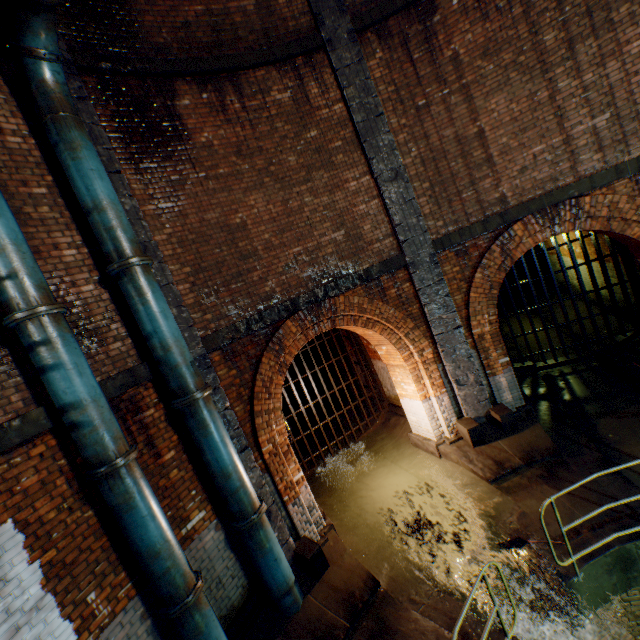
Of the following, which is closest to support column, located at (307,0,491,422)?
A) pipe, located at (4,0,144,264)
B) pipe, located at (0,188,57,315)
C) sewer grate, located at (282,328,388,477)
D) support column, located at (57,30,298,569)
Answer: support column, located at (57,30,298,569)

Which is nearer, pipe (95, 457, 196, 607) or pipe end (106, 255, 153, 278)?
pipe (95, 457, 196, 607)

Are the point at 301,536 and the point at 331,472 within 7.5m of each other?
yes

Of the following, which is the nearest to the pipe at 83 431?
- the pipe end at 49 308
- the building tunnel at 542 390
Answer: the pipe end at 49 308

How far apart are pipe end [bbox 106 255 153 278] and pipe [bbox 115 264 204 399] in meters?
0.0 m

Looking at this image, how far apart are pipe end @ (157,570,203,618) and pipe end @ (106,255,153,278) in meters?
4.3 m

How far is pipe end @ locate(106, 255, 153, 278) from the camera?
4.47m

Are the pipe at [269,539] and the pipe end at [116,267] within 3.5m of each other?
no
